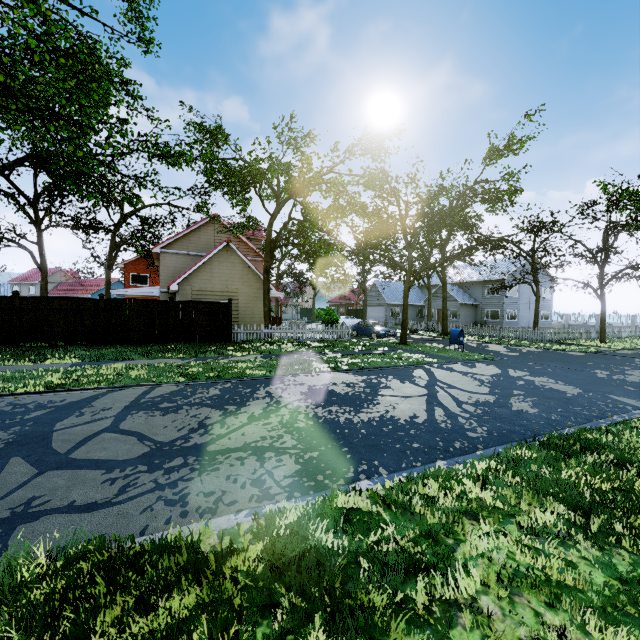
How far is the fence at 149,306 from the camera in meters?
15.5

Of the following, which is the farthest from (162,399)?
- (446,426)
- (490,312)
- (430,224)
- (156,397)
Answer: (490,312)

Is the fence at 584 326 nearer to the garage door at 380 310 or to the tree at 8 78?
the tree at 8 78

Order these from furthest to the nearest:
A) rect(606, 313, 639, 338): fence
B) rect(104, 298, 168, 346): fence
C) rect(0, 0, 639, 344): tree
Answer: rect(606, 313, 639, 338): fence, rect(104, 298, 168, 346): fence, rect(0, 0, 639, 344): tree

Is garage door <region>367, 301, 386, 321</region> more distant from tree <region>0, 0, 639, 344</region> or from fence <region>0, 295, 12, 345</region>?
fence <region>0, 295, 12, 345</region>

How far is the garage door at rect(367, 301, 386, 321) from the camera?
45.97m

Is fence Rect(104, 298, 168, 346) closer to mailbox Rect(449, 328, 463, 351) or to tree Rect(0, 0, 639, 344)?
tree Rect(0, 0, 639, 344)
